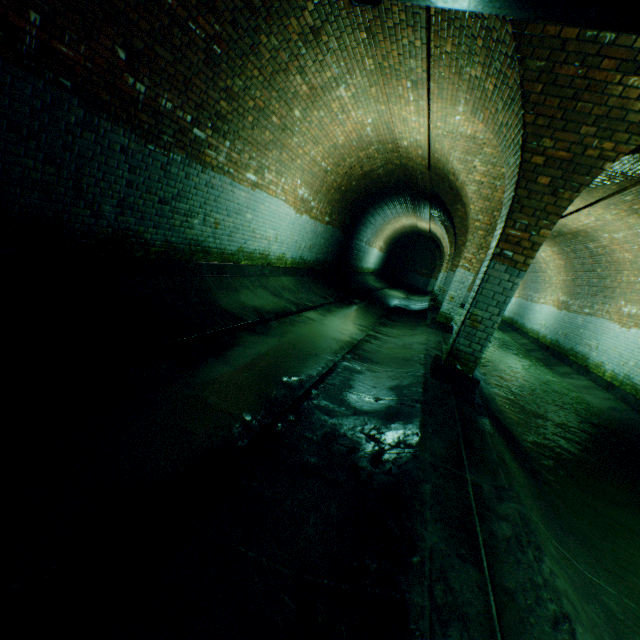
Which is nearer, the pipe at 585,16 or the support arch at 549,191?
the pipe at 585,16

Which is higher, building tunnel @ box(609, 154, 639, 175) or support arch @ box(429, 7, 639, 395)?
building tunnel @ box(609, 154, 639, 175)

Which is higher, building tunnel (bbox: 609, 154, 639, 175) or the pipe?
building tunnel (bbox: 609, 154, 639, 175)

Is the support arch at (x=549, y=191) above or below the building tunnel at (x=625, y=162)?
below

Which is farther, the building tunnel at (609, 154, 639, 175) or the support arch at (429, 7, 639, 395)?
the building tunnel at (609, 154, 639, 175)

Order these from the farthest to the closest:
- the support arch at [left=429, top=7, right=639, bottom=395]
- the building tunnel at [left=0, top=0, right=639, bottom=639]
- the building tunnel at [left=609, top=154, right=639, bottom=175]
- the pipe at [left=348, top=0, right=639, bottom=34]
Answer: the building tunnel at [left=609, top=154, right=639, bottom=175], the support arch at [left=429, top=7, right=639, bottom=395], the building tunnel at [left=0, top=0, right=639, bottom=639], the pipe at [left=348, top=0, right=639, bottom=34]

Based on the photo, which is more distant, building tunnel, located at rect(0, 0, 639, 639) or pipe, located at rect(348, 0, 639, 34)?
building tunnel, located at rect(0, 0, 639, 639)

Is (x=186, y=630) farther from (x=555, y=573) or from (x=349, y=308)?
(x=349, y=308)
